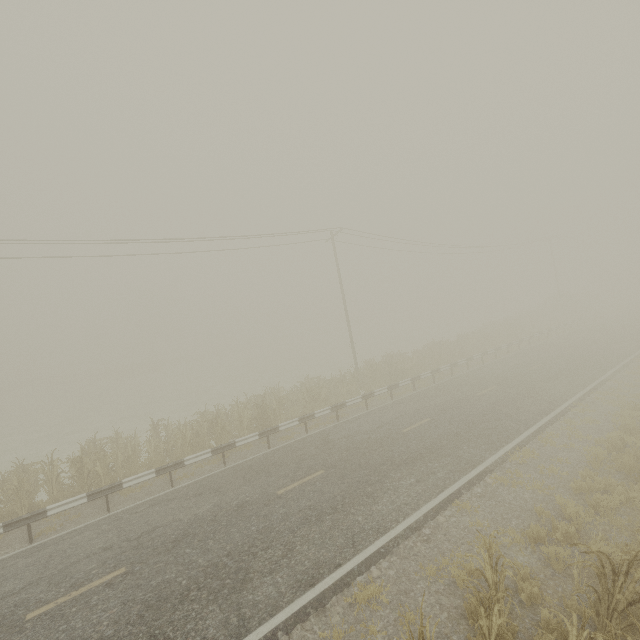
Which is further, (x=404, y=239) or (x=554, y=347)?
(x=404, y=239)

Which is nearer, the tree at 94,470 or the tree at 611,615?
the tree at 611,615

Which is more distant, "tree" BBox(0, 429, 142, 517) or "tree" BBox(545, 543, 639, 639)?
"tree" BBox(0, 429, 142, 517)
